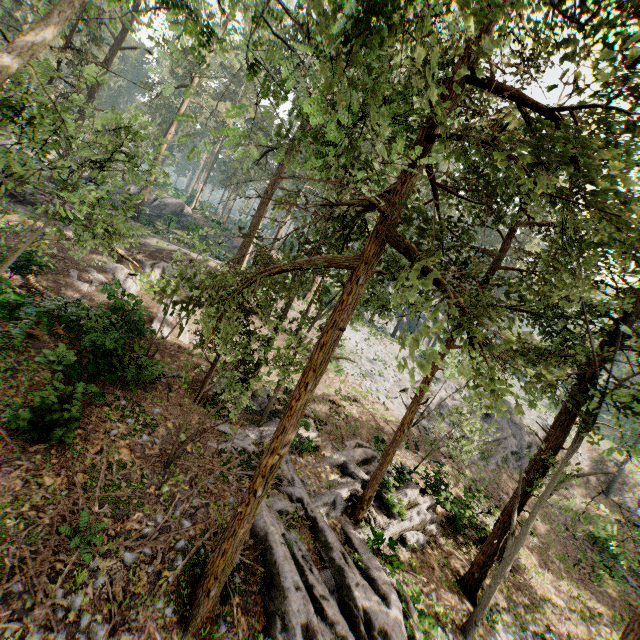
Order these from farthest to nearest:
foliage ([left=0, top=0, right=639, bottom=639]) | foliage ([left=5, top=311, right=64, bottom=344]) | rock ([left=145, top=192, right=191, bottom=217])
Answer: rock ([left=145, top=192, right=191, bottom=217]) < foliage ([left=5, top=311, right=64, bottom=344]) < foliage ([left=0, top=0, right=639, bottom=639])

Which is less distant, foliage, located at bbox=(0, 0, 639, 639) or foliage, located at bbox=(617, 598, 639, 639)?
foliage, located at bbox=(0, 0, 639, 639)

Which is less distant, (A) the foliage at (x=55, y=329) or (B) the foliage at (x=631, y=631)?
(B) the foliage at (x=631, y=631)

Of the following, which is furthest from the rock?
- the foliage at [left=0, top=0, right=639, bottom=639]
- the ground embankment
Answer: the ground embankment

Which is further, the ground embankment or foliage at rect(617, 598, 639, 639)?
the ground embankment

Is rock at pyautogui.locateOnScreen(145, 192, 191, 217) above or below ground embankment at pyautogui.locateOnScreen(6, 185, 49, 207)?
above

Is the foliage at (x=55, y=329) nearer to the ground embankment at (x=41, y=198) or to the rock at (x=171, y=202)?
the ground embankment at (x=41, y=198)

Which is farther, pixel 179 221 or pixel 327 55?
pixel 179 221
